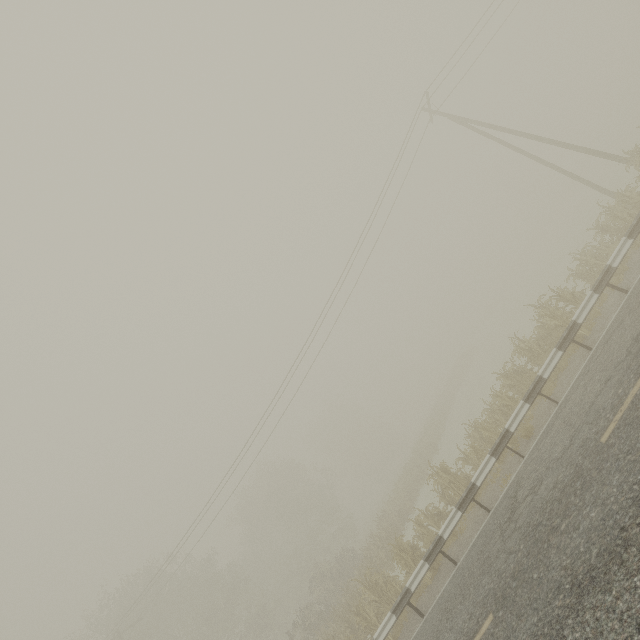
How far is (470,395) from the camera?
34.25m

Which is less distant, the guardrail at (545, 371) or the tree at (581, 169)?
the guardrail at (545, 371)

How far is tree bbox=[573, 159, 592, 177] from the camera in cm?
5306

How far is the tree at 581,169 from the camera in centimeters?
5306cm

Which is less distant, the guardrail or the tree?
the guardrail
